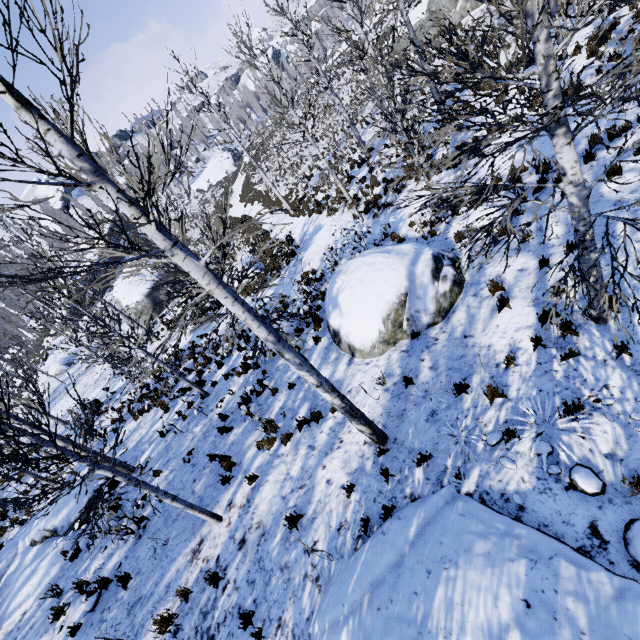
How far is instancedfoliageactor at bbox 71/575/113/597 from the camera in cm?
718

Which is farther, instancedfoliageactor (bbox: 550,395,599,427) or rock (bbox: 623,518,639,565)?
instancedfoliageactor (bbox: 550,395,599,427)

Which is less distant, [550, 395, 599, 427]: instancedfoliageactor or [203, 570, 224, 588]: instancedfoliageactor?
[550, 395, 599, 427]: instancedfoliageactor

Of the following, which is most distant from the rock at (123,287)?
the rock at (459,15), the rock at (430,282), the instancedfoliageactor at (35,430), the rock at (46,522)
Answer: the rock at (459,15)

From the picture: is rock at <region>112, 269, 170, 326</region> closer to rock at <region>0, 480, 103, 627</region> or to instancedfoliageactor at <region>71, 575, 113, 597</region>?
instancedfoliageactor at <region>71, 575, 113, 597</region>

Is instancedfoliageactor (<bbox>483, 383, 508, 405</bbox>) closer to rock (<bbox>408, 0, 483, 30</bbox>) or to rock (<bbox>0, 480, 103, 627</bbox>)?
rock (<bbox>0, 480, 103, 627</bbox>)

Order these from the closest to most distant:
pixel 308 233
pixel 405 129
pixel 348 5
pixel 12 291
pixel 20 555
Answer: pixel 405 129
pixel 20 555
pixel 348 5
pixel 308 233
pixel 12 291

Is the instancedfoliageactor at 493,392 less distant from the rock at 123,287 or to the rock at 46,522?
the rock at 123,287
